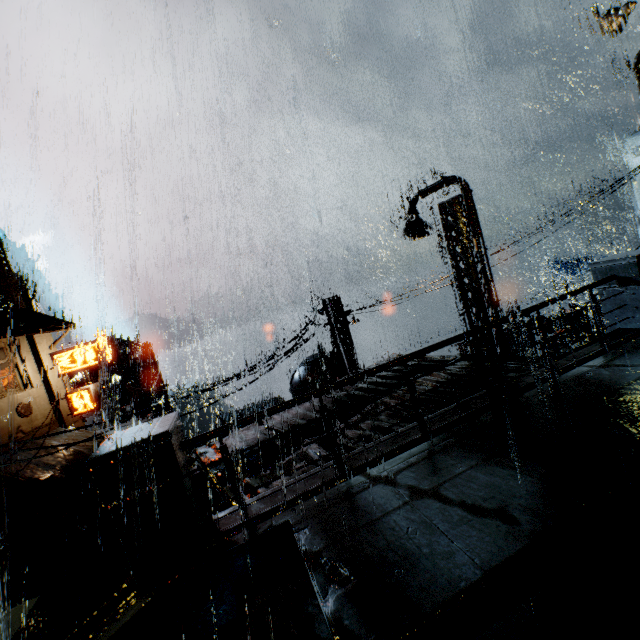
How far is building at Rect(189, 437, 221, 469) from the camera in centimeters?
849cm

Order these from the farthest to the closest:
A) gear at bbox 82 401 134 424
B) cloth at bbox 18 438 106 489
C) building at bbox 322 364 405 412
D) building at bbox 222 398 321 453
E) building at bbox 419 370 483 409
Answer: gear at bbox 82 401 134 424 → cloth at bbox 18 438 106 489 → building at bbox 322 364 405 412 → building at bbox 222 398 321 453 → building at bbox 419 370 483 409

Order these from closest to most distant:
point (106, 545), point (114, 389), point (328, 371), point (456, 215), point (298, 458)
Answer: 1. point (298, 458)
2. point (456, 215)
3. point (328, 371)
4. point (106, 545)
5. point (114, 389)

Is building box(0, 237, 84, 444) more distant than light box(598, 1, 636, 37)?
Yes

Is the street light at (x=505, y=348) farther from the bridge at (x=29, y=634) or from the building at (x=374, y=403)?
the building at (x=374, y=403)

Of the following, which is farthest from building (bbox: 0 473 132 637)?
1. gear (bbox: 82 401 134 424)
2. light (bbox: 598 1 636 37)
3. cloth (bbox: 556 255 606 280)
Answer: cloth (bbox: 556 255 606 280)

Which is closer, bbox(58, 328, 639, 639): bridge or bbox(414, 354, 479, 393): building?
bbox(58, 328, 639, 639): bridge

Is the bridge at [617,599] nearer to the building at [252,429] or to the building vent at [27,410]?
the building at [252,429]
